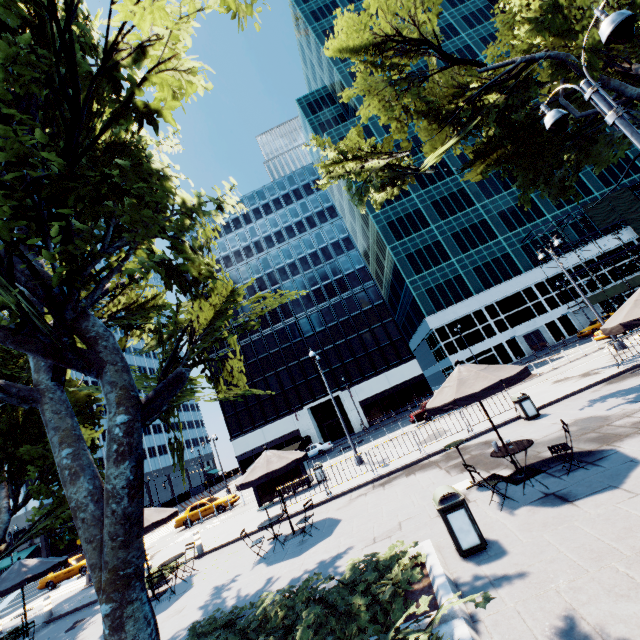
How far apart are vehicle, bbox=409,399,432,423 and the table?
18.2m

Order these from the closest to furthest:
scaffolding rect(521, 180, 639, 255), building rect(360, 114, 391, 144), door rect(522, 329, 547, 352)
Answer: scaffolding rect(521, 180, 639, 255), door rect(522, 329, 547, 352), building rect(360, 114, 391, 144)

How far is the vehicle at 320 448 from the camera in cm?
3656

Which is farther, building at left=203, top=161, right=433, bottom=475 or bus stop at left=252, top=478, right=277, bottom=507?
building at left=203, top=161, right=433, bottom=475

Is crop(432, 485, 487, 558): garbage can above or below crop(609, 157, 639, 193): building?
below

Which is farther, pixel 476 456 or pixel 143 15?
pixel 476 456

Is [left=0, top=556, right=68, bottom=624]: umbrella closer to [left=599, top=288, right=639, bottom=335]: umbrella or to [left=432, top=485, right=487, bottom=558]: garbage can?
[left=432, top=485, right=487, bottom=558]: garbage can

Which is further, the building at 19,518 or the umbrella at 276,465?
the building at 19,518
